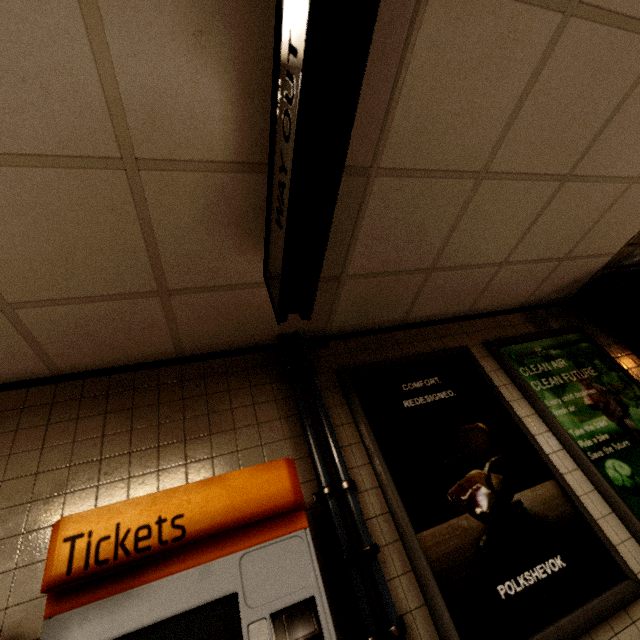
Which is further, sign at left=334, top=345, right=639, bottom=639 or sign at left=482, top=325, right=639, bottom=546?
sign at left=482, top=325, right=639, bottom=546

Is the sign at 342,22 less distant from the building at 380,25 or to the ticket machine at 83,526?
the building at 380,25

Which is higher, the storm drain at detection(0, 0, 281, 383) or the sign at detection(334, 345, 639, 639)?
the storm drain at detection(0, 0, 281, 383)

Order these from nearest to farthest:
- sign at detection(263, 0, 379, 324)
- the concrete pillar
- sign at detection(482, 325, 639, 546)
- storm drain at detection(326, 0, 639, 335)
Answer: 1. sign at detection(263, 0, 379, 324)
2. storm drain at detection(326, 0, 639, 335)
3. sign at detection(482, 325, 639, 546)
4. the concrete pillar

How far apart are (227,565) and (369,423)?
1.31m

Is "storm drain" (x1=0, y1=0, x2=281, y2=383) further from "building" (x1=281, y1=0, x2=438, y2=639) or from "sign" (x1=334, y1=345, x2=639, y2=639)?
"sign" (x1=334, y1=345, x2=639, y2=639)

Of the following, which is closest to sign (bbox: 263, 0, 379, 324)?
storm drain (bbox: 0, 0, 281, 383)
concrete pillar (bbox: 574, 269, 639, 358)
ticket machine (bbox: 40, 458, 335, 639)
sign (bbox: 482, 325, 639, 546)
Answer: storm drain (bbox: 0, 0, 281, 383)

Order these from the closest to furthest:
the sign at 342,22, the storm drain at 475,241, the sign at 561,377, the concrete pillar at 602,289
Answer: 1. the sign at 342,22
2. the storm drain at 475,241
3. the sign at 561,377
4. the concrete pillar at 602,289
